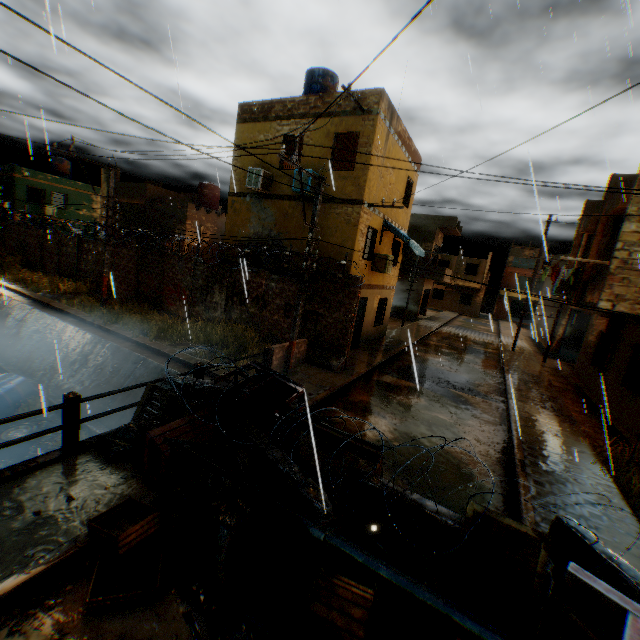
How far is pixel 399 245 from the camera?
17.5m

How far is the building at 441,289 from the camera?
30.9 meters

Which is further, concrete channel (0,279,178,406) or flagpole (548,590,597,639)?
concrete channel (0,279,178,406)

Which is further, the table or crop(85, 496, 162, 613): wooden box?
the table

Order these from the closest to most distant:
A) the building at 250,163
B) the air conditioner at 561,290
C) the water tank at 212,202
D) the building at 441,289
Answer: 1. the building at 250,163
2. the air conditioner at 561,290
3. the water tank at 212,202
4. the building at 441,289

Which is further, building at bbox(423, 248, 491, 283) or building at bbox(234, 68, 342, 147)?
building at bbox(423, 248, 491, 283)

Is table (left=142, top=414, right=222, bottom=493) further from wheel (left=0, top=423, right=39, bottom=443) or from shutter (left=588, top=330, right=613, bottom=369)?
shutter (left=588, top=330, right=613, bottom=369)

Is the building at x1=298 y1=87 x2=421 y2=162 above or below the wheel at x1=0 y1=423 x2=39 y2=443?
above
